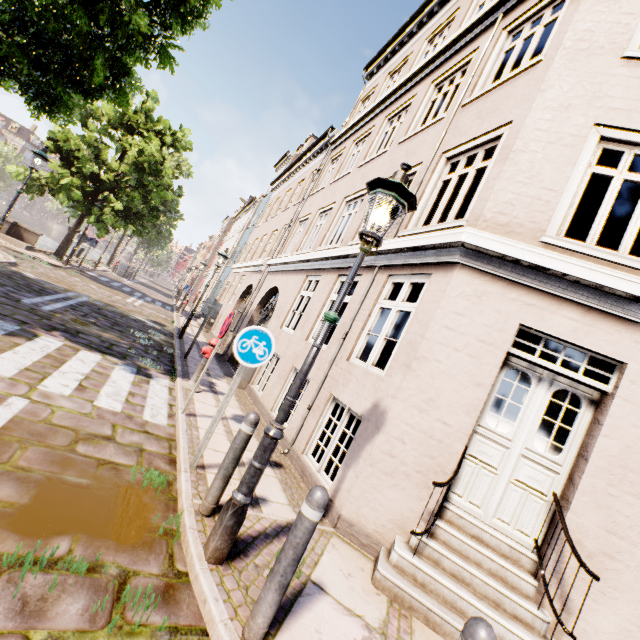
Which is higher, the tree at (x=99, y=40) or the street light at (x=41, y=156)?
the street light at (x=41, y=156)

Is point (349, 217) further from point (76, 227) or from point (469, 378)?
point (76, 227)

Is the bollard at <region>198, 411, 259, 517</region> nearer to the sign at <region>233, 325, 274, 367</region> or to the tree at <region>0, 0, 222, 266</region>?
the sign at <region>233, 325, 274, 367</region>

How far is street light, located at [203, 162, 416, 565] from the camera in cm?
275

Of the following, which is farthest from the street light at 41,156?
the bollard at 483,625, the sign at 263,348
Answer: the bollard at 483,625

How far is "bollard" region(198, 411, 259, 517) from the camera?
3.26m

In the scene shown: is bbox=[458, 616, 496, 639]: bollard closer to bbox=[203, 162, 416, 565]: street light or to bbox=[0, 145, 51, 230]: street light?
bbox=[203, 162, 416, 565]: street light

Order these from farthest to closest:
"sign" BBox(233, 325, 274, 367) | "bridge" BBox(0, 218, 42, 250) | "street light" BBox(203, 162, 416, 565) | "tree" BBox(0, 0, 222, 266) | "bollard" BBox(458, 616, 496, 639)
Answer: "bridge" BBox(0, 218, 42, 250)
"tree" BBox(0, 0, 222, 266)
"sign" BBox(233, 325, 274, 367)
"street light" BBox(203, 162, 416, 565)
"bollard" BBox(458, 616, 496, 639)
